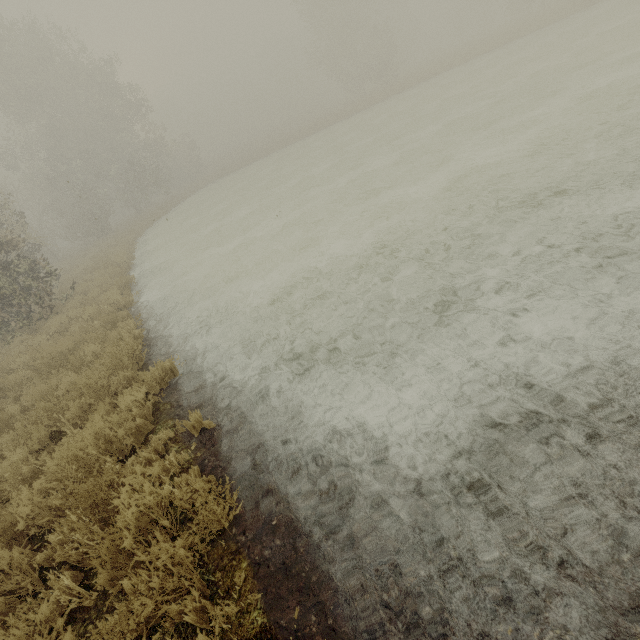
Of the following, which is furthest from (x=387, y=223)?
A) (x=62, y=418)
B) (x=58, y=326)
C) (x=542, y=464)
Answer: (x=58, y=326)
